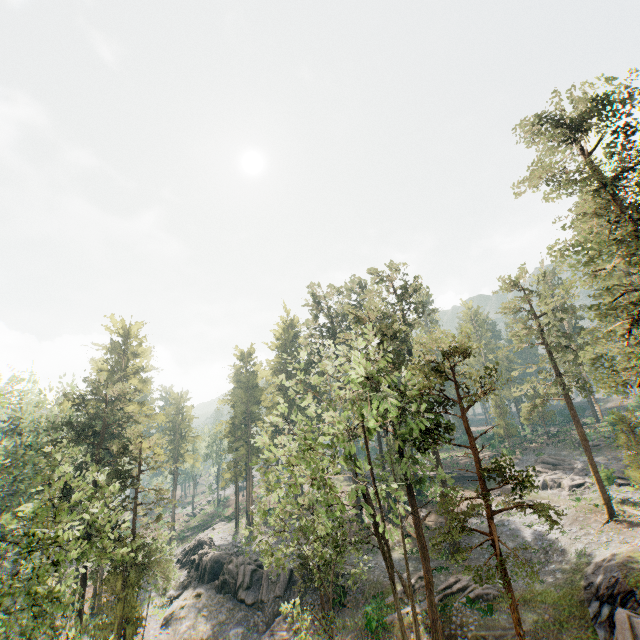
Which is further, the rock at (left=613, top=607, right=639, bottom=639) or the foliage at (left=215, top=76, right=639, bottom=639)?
the foliage at (left=215, top=76, right=639, bottom=639)

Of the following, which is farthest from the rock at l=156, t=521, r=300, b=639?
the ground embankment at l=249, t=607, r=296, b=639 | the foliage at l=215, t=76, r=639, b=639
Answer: the foliage at l=215, t=76, r=639, b=639

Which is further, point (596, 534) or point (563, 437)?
point (563, 437)

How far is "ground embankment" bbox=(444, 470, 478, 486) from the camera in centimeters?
4872cm

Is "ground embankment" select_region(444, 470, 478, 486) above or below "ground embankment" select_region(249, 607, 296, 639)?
above

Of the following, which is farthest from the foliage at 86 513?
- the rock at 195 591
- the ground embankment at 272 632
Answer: the rock at 195 591

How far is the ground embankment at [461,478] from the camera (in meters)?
48.72

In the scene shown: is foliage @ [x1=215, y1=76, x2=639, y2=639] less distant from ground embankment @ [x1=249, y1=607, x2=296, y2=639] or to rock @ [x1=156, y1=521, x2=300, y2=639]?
ground embankment @ [x1=249, y1=607, x2=296, y2=639]
